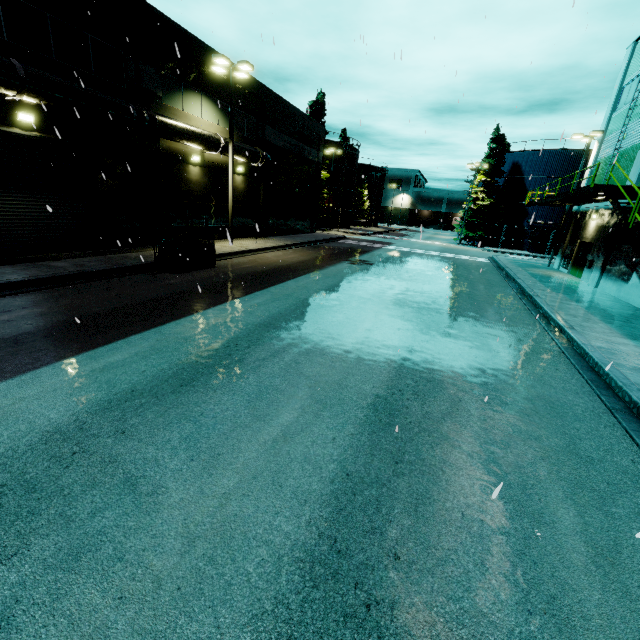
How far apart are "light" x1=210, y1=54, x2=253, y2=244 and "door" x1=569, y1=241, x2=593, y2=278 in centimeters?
2323cm

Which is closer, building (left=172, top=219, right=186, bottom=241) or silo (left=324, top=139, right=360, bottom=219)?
building (left=172, top=219, right=186, bottom=241)

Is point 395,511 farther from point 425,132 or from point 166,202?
point 166,202

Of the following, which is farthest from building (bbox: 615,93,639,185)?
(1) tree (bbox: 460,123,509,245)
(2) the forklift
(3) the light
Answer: (1) tree (bbox: 460,123,509,245)

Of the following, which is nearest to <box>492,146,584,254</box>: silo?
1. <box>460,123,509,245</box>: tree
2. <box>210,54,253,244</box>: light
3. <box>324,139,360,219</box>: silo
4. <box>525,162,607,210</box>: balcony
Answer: <box>460,123,509,245</box>: tree

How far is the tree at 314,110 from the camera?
40.06m

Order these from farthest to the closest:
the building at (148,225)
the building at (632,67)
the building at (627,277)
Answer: the building at (632,67) < the building at (627,277) < the building at (148,225)

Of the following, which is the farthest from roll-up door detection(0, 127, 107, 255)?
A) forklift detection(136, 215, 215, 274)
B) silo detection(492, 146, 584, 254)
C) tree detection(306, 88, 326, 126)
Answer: tree detection(306, 88, 326, 126)
